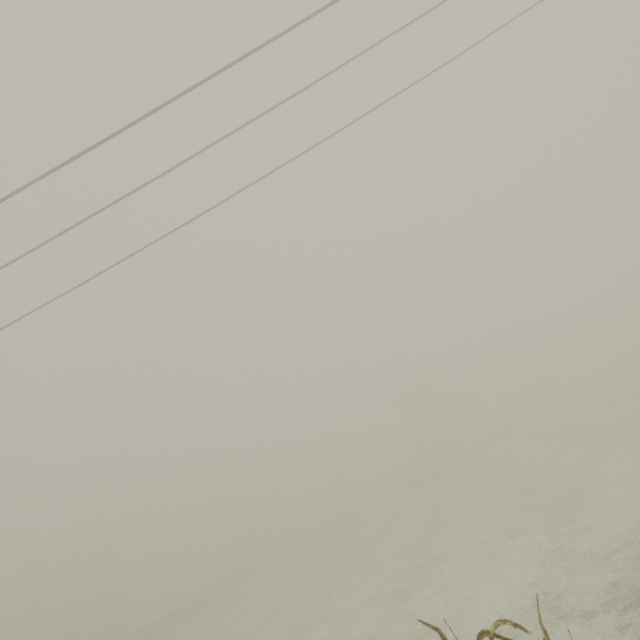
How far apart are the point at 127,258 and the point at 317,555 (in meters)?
39.21
